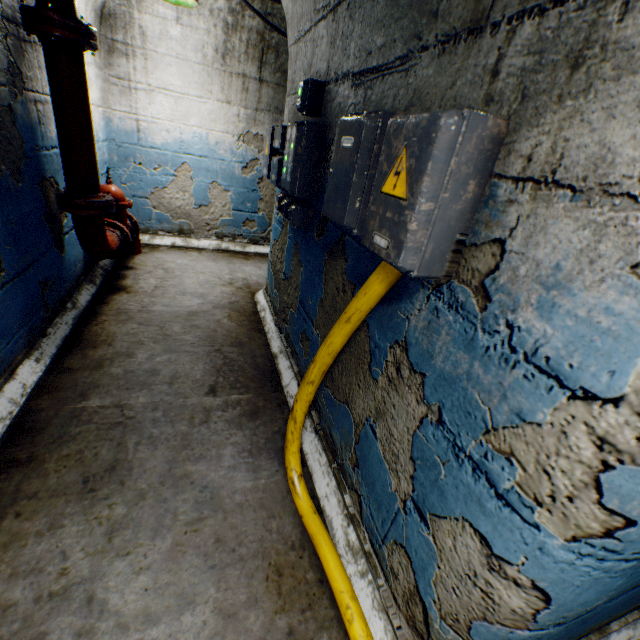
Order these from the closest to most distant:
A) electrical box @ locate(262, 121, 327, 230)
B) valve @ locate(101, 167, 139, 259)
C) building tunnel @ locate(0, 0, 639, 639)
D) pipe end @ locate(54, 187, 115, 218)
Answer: building tunnel @ locate(0, 0, 639, 639) → electrical box @ locate(262, 121, 327, 230) → pipe end @ locate(54, 187, 115, 218) → valve @ locate(101, 167, 139, 259)

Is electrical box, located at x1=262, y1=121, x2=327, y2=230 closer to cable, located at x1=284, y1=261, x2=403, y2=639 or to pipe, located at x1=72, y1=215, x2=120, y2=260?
cable, located at x1=284, y1=261, x2=403, y2=639

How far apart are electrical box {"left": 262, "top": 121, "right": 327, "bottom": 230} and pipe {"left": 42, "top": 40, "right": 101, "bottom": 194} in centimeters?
149cm

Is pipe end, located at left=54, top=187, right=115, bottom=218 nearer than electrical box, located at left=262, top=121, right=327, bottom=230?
No

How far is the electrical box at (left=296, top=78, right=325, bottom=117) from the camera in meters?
1.8 m

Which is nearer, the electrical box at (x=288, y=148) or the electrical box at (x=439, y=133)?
the electrical box at (x=439, y=133)

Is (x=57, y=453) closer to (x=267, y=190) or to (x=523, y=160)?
(x=523, y=160)

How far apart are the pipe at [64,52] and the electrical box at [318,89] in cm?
149
